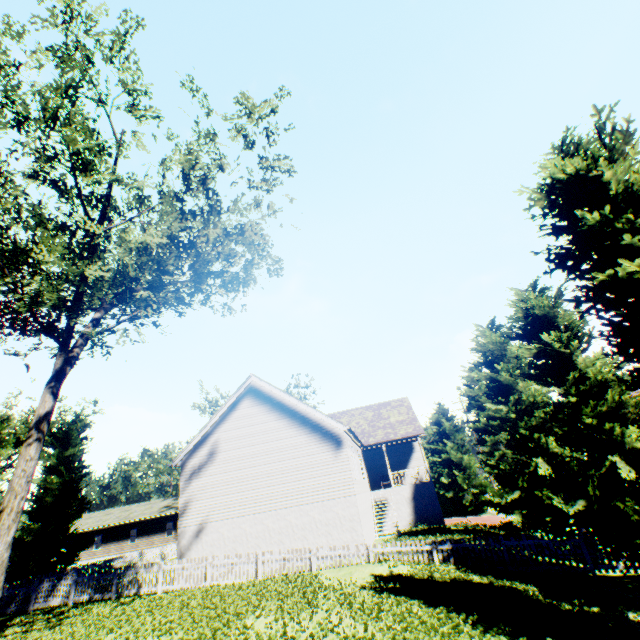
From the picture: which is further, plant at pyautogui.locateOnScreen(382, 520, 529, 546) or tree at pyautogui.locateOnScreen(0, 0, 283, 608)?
plant at pyautogui.locateOnScreen(382, 520, 529, 546)

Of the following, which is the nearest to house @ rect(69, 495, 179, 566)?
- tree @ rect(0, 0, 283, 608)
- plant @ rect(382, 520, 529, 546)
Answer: tree @ rect(0, 0, 283, 608)

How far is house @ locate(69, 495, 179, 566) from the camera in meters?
39.5 m

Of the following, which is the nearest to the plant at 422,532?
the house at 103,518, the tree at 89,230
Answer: the tree at 89,230

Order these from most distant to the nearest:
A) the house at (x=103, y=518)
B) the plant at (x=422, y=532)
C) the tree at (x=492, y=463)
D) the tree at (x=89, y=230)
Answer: the house at (x=103, y=518) → the plant at (x=422, y=532) → the tree at (x=89, y=230) → the tree at (x=492, y=463)

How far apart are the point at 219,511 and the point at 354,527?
7.56m

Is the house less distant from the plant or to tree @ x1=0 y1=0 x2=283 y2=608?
tree @ x1=0 y1=0 x2=283 y2=608
